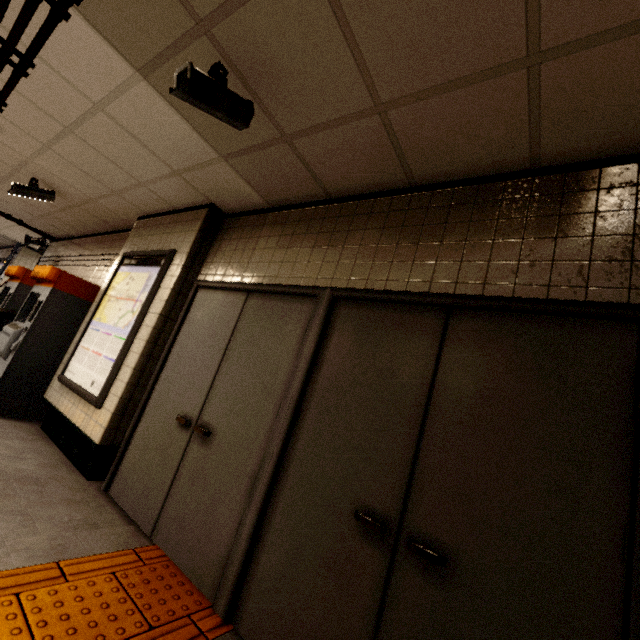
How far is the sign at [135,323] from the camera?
3.3 meters

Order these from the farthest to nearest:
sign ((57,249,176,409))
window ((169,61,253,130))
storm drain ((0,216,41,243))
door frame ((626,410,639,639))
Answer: storm drain ((0,216,41,243)), sign ((57,249,176,409)), window ((169,61,253,130)), door frame ((626,410,639,639))

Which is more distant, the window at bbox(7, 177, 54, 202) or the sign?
the window at bbox(7, 177, 54, 202)

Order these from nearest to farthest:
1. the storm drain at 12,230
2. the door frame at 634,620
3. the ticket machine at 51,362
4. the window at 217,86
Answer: the door frame at 634,620 < the window at 217,86 < the ticket machine at 51,362 < the storm drain at 12,230

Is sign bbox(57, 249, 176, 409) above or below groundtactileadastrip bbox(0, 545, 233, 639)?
above

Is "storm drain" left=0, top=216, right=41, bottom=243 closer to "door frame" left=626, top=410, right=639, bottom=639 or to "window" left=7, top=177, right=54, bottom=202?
"window" left=7, top=177, right=54, bottom=202

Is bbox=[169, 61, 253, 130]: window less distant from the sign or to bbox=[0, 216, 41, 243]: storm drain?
bbox=[0, 216, 41, 243]: storm drain

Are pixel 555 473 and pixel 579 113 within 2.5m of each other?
yes
